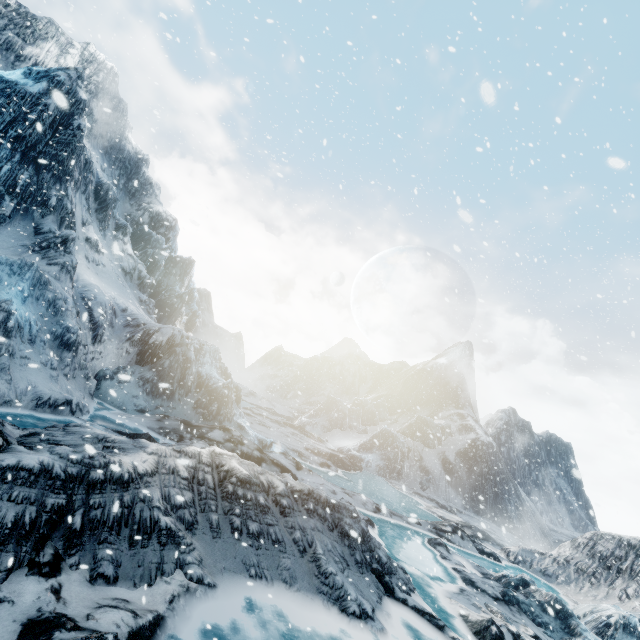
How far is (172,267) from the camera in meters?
37.7
